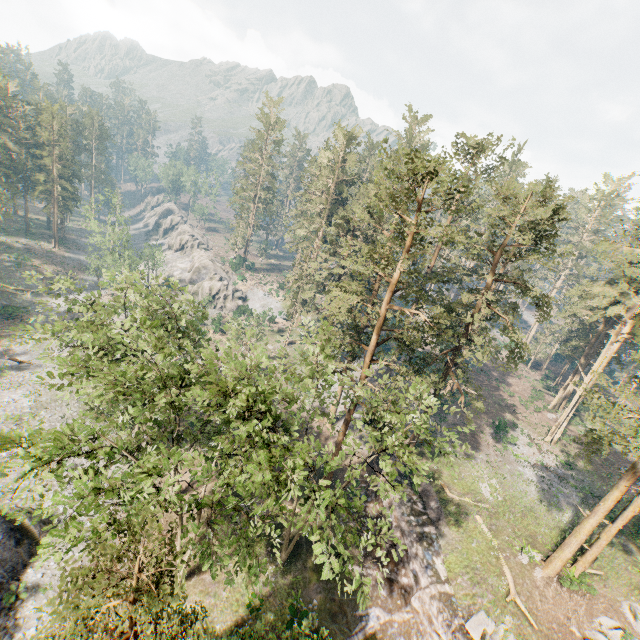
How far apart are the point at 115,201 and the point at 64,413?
39.23m

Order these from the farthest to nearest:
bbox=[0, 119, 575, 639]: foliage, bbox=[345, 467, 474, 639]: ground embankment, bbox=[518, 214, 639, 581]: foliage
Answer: bbox=[345, 467, 474, 639]: ground embankment → bbox=[518, 214, 639, 581]: foliage → bbox=[0, 119, 575, 639]: foliage

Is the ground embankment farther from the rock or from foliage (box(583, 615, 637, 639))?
the rock

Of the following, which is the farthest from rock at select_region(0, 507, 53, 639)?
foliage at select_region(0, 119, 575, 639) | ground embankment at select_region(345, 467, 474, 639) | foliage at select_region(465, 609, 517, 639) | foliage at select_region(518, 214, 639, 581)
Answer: foliage at select_region(465, 609, 517, 639)

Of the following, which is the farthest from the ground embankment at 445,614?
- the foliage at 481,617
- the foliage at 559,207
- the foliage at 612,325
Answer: the foliage at 559,207

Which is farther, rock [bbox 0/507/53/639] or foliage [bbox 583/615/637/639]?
foliage [bbox 583/615/637/639]

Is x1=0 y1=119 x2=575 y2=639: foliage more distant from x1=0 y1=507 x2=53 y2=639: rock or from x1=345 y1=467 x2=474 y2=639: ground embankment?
x1=0 y1=507 x2=53 y2=639: rock

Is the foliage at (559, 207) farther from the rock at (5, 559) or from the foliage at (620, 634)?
the rock at (5, 559)
